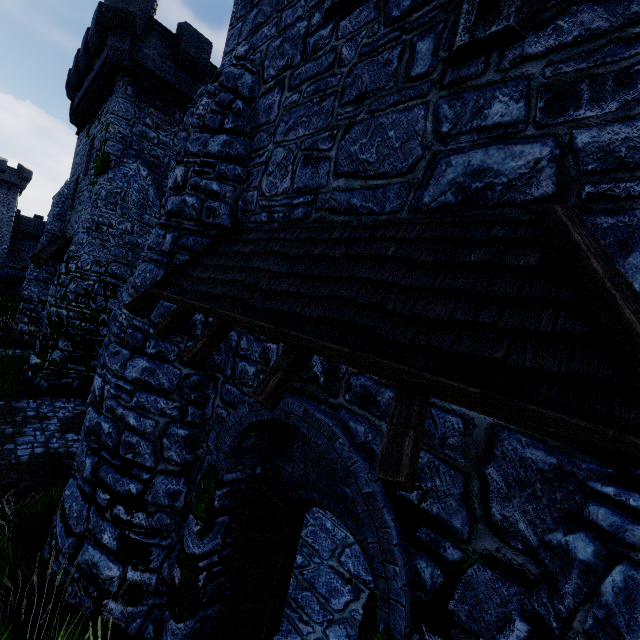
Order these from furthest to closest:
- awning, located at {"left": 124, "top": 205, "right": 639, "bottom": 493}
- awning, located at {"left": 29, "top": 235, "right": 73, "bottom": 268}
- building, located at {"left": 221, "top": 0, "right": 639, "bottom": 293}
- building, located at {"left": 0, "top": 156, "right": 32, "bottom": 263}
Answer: building, located at {"left": 0, "top": 156, "right": 32, "bottom": 263}, awning, located at {"left": 29, "top": 235, "right": 73, "bottom": 268}, building, located at {"left": 221, "top": 0, "right": 639, "bottom": 293}, awning, located at {"left": 124, "top": 205, "right": 639, "bottom": 493}

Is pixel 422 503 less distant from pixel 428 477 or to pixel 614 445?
pixel 428 477

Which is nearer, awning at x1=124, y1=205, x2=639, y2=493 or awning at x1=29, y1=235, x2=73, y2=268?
awning at x1=124, y1=205, x2=639, y2=493

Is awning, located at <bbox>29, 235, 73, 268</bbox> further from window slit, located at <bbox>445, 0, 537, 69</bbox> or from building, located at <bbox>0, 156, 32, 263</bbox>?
building, located at <bbox>0, 156, 32, 263</bbox>

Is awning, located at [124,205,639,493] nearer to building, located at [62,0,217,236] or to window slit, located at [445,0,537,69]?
building, located at [62,0,217,236]

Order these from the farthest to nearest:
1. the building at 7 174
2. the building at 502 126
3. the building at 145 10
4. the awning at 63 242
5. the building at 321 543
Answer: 1. the building at 7 174
2. the awning at 63 242
3. the building at 145 10
4. the building at 321 543
5. the building at 502 126

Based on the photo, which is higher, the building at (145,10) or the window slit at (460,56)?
the building at (145,10)

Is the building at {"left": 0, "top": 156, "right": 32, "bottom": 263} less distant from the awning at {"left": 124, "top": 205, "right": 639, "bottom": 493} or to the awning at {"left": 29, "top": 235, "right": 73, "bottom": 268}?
the awning at {"left": 29, "top": 235, "right": 73, "bottom": 268}
